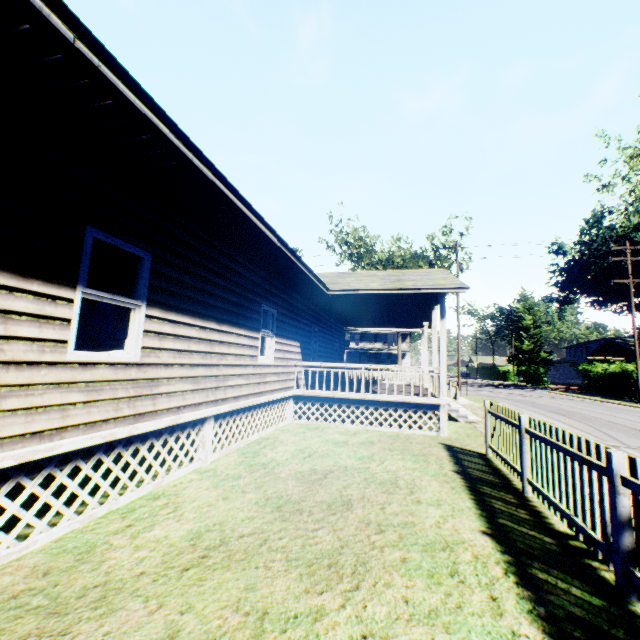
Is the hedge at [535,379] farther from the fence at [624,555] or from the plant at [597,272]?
the fence at [624,555]

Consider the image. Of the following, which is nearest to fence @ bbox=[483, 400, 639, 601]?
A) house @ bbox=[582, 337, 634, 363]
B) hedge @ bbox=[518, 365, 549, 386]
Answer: house @ bbox=[582, 337, 634, 363]

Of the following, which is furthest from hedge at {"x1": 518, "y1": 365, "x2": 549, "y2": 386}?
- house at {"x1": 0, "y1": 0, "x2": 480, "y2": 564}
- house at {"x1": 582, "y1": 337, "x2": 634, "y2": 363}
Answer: house at {"x1": 0, "y1": 0, "x2": 480, "y2": 564}

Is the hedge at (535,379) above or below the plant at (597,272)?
below

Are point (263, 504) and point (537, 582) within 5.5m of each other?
yes

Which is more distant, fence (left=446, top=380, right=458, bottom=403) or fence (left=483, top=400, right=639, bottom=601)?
fence (left=446, top=380, right=458, bottom=403)

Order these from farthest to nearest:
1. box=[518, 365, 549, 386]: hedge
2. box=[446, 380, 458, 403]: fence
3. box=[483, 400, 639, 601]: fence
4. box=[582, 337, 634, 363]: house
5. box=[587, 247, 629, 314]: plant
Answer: box=[587, 247, 629, 314]: plant → box=[518, 365, 549, 386]: hedge → box=[582, 337, 634, 363]: house → box=[446, 380, 458, 403]: fence → box=[483, 400, 639, 601]: fence

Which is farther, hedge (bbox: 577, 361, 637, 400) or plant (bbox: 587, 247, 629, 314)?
plant (bbox: 587, 247, 629, 314)
